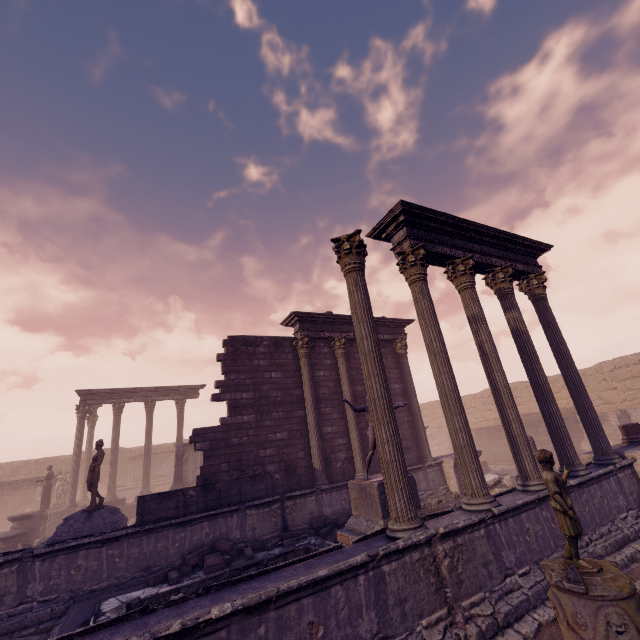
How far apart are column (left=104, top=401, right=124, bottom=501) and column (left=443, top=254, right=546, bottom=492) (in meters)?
20.70

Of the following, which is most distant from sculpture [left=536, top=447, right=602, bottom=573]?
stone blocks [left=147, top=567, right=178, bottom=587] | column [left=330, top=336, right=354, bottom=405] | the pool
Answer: column [left=330, top=336, right=354, bottom=405]

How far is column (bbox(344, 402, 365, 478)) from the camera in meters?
12.1 m

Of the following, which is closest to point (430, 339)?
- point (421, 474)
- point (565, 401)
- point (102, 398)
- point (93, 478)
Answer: point (421, 474)

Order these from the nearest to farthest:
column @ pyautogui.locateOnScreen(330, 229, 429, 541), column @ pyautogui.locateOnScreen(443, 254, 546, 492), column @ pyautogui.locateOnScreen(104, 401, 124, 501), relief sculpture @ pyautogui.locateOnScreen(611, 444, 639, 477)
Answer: column @ pyautogui.locateOnScreen(330, 229, 429, 541) → column @ pyautogui.locateOnScreen(443, 254, 546, 492) → relief sculpture @ pyautogui.locateOnScreen(611, 444, 639, 477) → column @ pyautogui.locateOnScreen(104, 401, 124, 501)

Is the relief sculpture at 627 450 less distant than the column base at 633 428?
Yes

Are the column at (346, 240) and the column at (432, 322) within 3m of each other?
yes

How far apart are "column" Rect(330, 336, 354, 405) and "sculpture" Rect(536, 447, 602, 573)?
8.32m
